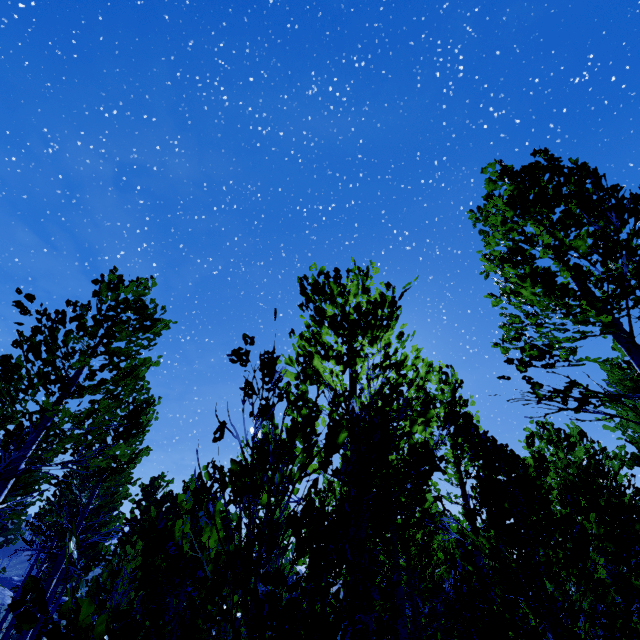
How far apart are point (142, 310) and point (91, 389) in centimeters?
216cm

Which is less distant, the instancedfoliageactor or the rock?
the instancedfoliageactor

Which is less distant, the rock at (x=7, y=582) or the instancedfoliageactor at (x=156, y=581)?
the instancedfoliageactor at (x=156, y=581)
